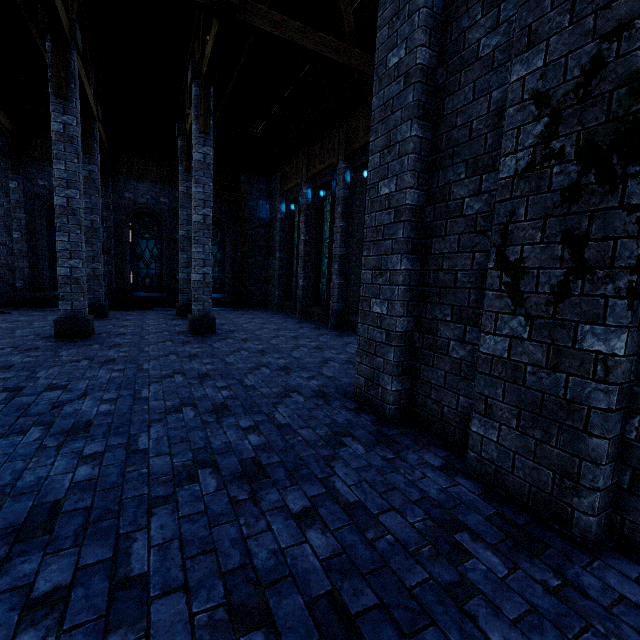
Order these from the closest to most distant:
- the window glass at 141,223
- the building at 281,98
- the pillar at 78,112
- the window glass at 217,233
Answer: the building at 281,98, the pillar at 78,112, the window glass at 141,223, the window glass at 217,233

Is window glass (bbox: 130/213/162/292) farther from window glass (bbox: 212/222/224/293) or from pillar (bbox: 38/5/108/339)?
pillar (bbox: 38/5/108/339)

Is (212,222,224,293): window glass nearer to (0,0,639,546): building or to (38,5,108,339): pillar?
(0,0,639,546): building

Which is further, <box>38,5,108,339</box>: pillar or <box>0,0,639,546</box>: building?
<box>38,5,108,339</box>: pillar

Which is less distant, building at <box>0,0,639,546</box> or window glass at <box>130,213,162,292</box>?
building at <box>0,0,639,546</box>

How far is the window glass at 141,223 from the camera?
15.19m

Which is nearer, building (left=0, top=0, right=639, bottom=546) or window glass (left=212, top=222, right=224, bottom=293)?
building (left=0, top=0, right=639, bottom=546)

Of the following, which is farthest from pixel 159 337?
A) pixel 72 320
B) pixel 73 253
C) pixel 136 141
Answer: pixel 136 141
